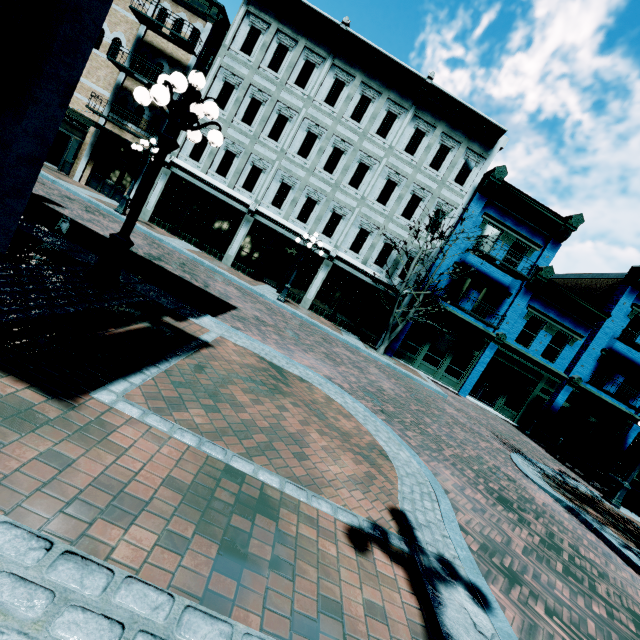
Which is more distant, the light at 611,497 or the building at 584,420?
the building at 584,420

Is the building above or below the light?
above

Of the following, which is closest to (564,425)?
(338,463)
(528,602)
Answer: (528,602)

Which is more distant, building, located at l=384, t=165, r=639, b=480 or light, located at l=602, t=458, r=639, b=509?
building, located at l=384, t=165, r=639, b=480

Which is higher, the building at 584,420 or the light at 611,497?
the building at 584,420
